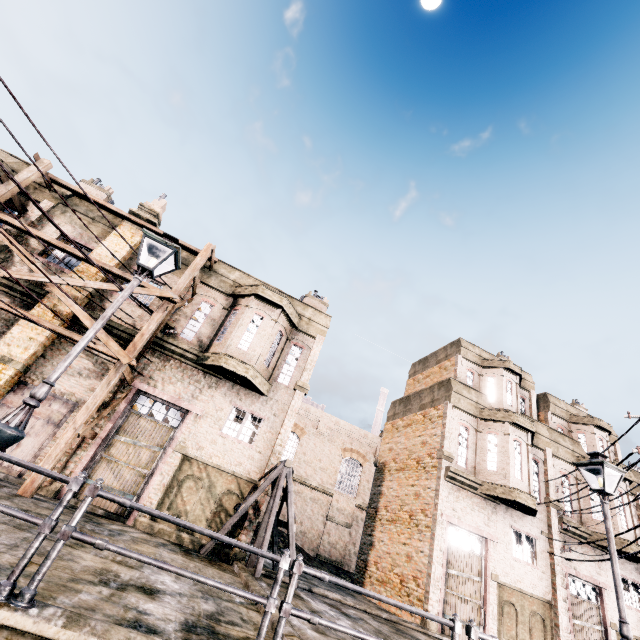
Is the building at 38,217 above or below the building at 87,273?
above

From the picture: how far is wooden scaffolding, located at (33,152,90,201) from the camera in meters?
14.8 m

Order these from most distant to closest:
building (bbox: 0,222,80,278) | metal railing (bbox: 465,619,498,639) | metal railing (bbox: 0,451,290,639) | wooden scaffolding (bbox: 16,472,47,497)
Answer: building (bbox: 0,222,80,278)
wooden scaffolding (bbox: 16,472,47,497)
metal railing (bbox: 465,619,498,639)
metal railing (bbox: 0,451,290,639)

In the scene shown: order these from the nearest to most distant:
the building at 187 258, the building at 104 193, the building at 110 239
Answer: the building at 110 239, the building at 187 258, the building at 104 193

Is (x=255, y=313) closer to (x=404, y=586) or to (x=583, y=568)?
(x=404, y=586)

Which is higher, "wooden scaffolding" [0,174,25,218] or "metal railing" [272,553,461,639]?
"wooden scaffolding" [0,174,25,218]

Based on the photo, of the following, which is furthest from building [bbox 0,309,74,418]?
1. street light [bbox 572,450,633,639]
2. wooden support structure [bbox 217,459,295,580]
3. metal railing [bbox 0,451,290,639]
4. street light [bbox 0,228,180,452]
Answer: street light [bbox 572,450,633,639]
